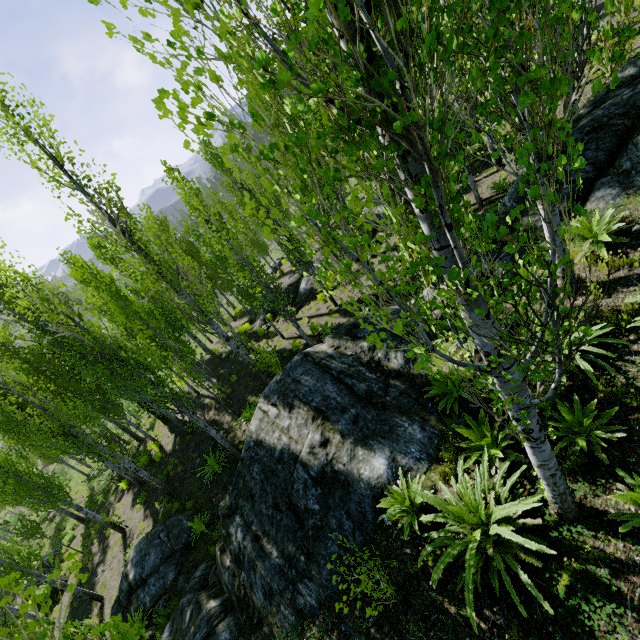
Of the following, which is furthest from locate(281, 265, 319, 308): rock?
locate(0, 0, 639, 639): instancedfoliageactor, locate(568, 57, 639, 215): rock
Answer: locate(568, 57, 639, 215): rock

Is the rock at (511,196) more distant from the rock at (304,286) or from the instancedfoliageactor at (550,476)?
the rock at (304,286)

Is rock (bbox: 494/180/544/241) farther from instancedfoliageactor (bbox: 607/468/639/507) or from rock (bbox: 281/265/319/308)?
rock (bbox: 281/265/319/308)

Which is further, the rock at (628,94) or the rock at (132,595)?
the rock at (132,595)

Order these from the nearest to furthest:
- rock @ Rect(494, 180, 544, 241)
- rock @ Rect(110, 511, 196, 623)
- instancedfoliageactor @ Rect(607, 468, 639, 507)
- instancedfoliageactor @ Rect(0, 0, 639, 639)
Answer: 1. instancedfoliageactor @ Rect(0, 0, 639, 639)
2. instancedfoliageactor @ Rect(607, 468, 639, 507)
3. rock @ Rect(494, 180, 544, 241)
4. rock @ Rect(110, 511, 196, 623)

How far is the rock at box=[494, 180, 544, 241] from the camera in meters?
7.6

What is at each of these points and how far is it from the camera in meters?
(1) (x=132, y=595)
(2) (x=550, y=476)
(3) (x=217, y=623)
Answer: (1) rock, 9.9
(2) instancedfoliageactor, 3.6
(3) rock, 6.8

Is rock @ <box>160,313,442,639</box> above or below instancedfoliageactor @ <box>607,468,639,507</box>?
below
